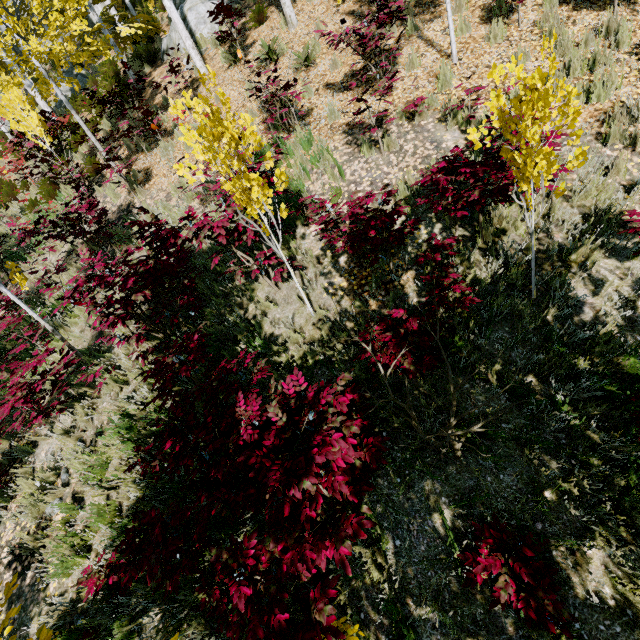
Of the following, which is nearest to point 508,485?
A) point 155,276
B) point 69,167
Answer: point 155,276

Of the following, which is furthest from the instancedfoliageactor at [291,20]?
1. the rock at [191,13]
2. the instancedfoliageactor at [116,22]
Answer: the rock at [191,13]

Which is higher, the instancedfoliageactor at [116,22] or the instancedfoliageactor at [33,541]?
the instancedfoliageactor at [116,22]

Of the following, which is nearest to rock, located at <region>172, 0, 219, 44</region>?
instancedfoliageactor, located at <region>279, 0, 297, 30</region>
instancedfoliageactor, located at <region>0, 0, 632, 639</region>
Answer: instancedfoliageactor, located at <region>0, 0, 632, 639</region>

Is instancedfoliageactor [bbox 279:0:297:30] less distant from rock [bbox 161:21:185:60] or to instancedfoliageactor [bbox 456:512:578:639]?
instancedfoliageactor [bbox 456:512:578:639]

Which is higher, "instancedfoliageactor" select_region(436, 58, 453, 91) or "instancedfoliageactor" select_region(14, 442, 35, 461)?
"instancedfoliageactor" select_region(436, 58, 453, 91)

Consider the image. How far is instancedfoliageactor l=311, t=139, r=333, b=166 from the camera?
5.9 meters

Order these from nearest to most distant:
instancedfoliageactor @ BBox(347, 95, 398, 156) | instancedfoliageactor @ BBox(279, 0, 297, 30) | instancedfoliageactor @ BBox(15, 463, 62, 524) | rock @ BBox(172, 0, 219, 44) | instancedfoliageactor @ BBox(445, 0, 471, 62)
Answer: instancedfoliageactor @ BBox(15, 463, 62, 524)
instancedfoliageactor @ BBox(347, 95, 398, 156)
instancedfoliageactor @ BBox(445, 0, 471, 62)
instancedfoliageactor @ BBox(279, 0, 297, 30)
rock @ BBox(172, 0, 219, 44)
